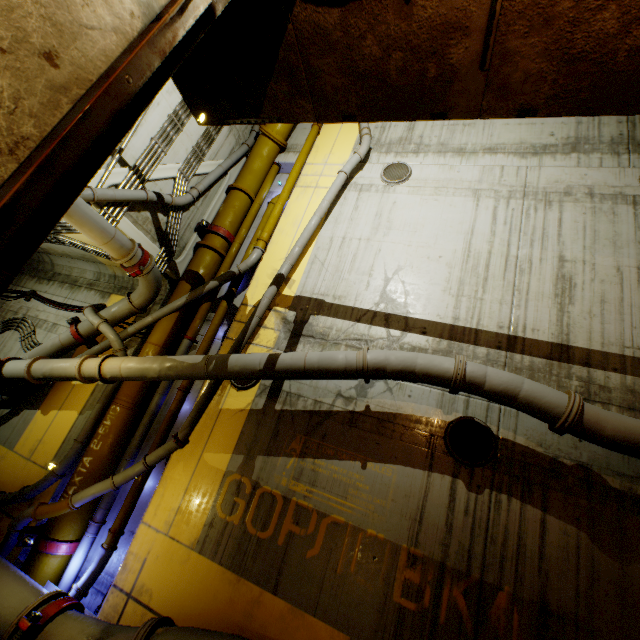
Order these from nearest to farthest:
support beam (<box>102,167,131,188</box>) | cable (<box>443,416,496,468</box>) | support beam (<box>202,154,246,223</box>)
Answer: cable (<box>443,416,496,468</box>) < support beam (<box>102,167,131,188</box>) < support beam (<box>202,154,246,223</box>)

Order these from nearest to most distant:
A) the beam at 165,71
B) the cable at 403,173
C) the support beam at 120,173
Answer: the beam at 165,71
the support beam at 120,173
the cable at 403,173

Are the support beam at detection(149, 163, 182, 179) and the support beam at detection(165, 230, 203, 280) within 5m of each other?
yes

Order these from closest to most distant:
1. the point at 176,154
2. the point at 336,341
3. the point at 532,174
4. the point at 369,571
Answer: the point at 369,571, the point at 336,341, the point at 532,174, the point at 176,154

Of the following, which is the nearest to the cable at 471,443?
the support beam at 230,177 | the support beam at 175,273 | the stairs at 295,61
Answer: the stairs at 295,61

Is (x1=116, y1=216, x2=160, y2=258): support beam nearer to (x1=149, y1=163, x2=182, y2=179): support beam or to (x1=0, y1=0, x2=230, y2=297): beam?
(x1=149, y1=163, x2=182, y2=179): support beam

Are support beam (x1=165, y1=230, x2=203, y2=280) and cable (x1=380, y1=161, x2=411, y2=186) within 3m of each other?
no

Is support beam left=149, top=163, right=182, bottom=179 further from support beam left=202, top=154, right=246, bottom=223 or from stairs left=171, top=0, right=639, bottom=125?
stairs left=171, top=0, right=639, bottom=125
